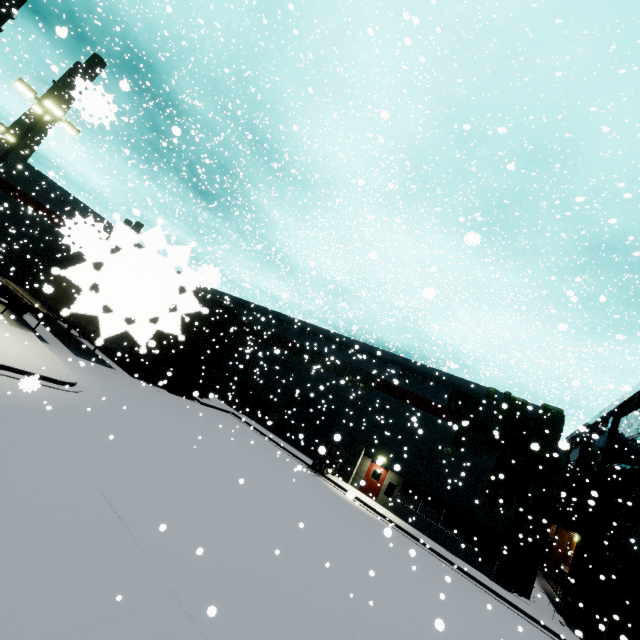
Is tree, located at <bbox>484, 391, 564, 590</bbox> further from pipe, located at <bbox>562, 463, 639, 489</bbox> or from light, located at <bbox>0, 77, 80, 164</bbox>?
light, located at <bbox>0, 77, 80, 164</bbox>

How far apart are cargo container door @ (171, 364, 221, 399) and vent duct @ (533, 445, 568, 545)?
24.7 meters

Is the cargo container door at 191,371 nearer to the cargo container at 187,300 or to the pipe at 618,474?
the cargo container at 187,300

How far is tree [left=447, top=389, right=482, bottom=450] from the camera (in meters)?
22.55

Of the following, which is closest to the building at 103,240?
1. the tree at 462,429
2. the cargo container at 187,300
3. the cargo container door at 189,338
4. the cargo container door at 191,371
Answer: the tree at 462,429

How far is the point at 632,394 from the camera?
22.6 meters

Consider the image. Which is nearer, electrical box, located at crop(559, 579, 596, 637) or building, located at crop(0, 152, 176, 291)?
building, located at crop(0, 152, 176, 291)

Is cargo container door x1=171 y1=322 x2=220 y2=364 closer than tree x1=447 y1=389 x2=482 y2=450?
No
